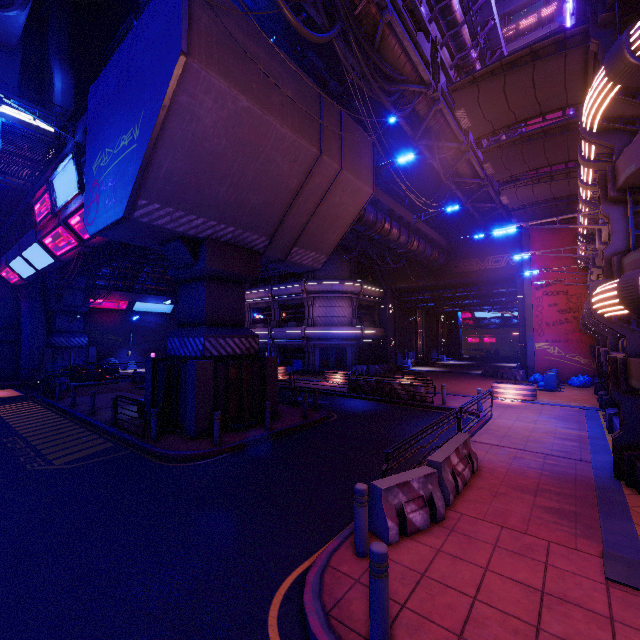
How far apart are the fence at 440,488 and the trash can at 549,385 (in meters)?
18.96

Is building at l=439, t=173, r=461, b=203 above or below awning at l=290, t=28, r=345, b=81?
below

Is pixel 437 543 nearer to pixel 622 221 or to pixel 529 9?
pixel 622 221

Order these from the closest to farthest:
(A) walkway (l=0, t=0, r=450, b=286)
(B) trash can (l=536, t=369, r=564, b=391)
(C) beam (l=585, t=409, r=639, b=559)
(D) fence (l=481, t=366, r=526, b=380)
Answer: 1. (C) beam (l=585, t=409, r=639, b=559)
2. (A) walkway (l=0, t=0, r=450, b=286)
3. (B) trash can (l=536, t=369, r=564, b=391)
4. (D) fence (l=481, t=366, r=526, b=380)

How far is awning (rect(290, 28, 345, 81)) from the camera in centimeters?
1680cm

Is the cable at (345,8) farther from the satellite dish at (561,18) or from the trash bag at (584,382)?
the trash bag at (584,382)

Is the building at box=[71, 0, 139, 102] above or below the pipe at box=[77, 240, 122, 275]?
above

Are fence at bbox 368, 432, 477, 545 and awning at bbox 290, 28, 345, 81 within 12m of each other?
no
